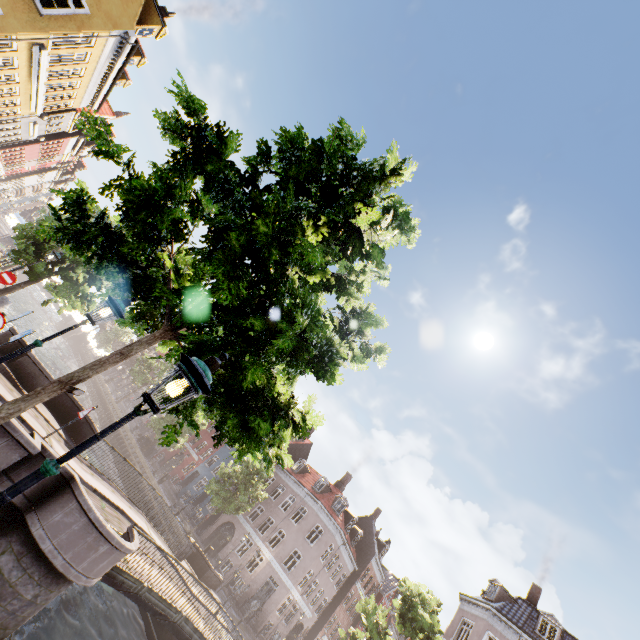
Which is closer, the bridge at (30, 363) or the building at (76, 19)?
the bridge at (30, 363)

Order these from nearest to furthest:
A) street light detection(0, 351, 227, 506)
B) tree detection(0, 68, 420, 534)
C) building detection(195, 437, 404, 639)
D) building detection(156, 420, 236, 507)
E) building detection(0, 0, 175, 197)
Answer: street light detection(0, 351, 227, 506) → tree detection(0, 68, 420, 534) → building detection(0, 0, 175, 197) → building detection(195, 437, 404, 639) → building detection(156, 420, 236, 507)

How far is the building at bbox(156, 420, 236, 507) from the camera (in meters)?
40.94

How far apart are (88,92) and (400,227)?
23.9m

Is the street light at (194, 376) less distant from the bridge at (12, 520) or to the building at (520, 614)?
the bridge at (12, 520)

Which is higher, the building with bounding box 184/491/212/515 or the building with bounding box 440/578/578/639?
the building with bounding box 440/578/578/639

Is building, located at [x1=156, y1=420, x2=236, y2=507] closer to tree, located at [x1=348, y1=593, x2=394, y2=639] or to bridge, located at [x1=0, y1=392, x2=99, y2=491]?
tree, located at [x1=348, y1=593, x2=394, y2=639]

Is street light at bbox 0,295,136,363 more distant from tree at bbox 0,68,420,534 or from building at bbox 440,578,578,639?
building at bbox 440,578,578,639
